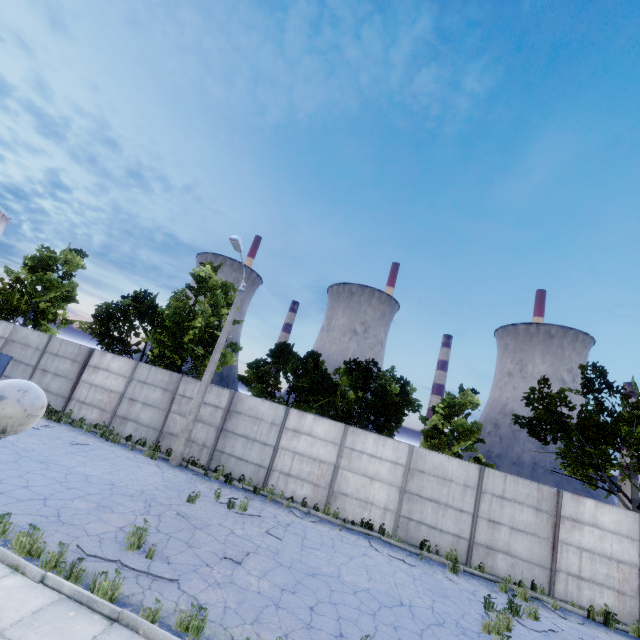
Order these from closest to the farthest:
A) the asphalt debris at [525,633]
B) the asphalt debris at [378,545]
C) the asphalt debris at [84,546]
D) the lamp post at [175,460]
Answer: the asphalt debris at [84,546] → the asphalt debris at [525,633] → the asphalt debris at [378,545] → the lamp post at [175,460]

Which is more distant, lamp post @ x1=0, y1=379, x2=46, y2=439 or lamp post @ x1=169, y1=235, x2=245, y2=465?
lamp post @ x1=169, y1=235, x2=245, y2=465

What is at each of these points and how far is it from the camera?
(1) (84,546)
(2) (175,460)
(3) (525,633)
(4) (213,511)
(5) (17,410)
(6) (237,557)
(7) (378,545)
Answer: (1) asphalt debris, 6.3m
(2) lamp post, 13.9m
(3) asphalt debris, 8.4m
(4) asphalt debris, 10.1m
(5) lamp post, 1.8m
(6) asphalt debris, 7.8m
(7) asphalt debris, 11.6m

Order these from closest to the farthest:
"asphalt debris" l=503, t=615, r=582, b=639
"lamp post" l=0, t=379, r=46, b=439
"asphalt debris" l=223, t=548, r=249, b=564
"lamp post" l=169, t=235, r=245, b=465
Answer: "lamp post" l=0, t=379, r=46, b=439 → "asphalt debris" l=223, t=548, r=249, b=564 → "asphalt debris" l=503, t=615, r=582, b=639 → "lamp post" l=169, t=235, r=245, b=465

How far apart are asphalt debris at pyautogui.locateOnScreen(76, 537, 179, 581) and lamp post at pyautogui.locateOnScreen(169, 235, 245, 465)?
7.0 meters

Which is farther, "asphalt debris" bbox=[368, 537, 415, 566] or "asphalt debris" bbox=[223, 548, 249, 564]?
"asphalt debris" bbox=[368, 537, 415, 566]

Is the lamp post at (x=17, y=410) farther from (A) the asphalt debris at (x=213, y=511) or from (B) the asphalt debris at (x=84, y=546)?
(A) the asphalt debris at (x=213, y=511)

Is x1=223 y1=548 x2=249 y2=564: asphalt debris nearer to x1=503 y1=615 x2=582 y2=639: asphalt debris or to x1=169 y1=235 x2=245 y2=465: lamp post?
x1=503 y1=615 x2=582 y2=639: asphalt debris
